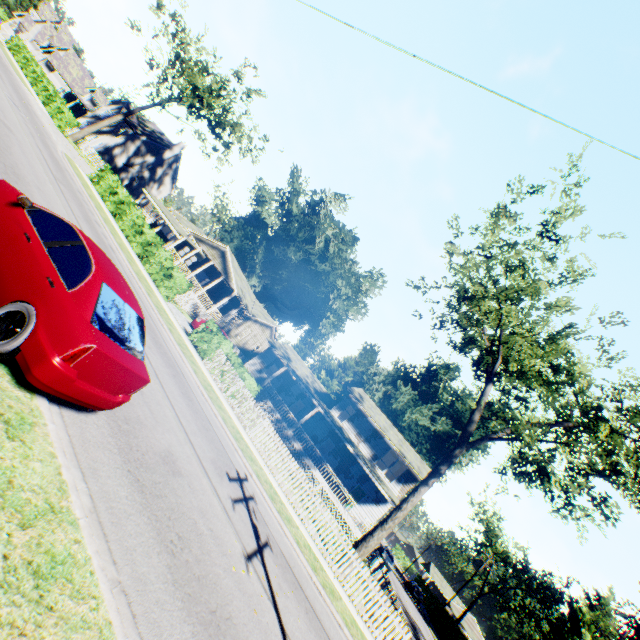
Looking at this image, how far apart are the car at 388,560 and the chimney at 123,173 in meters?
60.5

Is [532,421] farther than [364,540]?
Yes

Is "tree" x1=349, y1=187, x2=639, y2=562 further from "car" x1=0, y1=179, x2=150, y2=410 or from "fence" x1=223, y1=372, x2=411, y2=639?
"car" x1=0, y1=179, x2=150, y2=410

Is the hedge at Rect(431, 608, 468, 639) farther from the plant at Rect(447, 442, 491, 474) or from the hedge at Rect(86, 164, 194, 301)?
the hedge at Rect(86, 164, 194, 301)

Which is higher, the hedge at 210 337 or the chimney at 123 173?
the chimney at 123 173

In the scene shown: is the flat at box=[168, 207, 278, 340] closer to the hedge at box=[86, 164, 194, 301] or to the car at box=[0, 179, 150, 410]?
the hedge at box=[86, 164, 194, 301]

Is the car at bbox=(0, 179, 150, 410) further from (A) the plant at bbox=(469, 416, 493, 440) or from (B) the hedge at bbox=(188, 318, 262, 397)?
(A) the plant at bbox=(469, 416, 493, 440)

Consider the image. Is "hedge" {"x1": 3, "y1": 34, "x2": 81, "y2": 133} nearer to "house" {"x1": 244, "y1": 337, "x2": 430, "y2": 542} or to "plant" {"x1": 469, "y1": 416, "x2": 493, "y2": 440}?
"house" {"x1": 244, "y1": 337, "x2": 430, "y2": 542}
